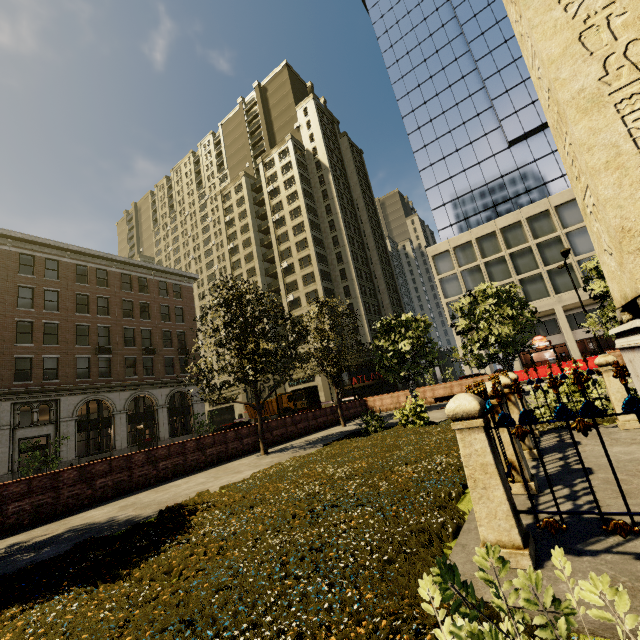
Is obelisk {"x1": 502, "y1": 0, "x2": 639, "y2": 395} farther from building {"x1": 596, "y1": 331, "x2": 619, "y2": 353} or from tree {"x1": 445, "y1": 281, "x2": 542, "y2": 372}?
building {"x1": 596, "y1": 331, "x2": 619, "y2": 353}

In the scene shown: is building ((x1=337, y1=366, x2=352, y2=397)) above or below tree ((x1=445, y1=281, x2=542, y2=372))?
above

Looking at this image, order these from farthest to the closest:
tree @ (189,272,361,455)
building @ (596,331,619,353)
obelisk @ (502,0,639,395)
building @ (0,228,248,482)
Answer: building @ (596,331,619,353) → building @ (0,228,248,482) → tree @ (189,272,361,455) → obelisk @ (502,0,639,395)

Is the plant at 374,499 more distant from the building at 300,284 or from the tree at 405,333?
the building at 300,284

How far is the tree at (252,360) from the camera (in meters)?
13.23

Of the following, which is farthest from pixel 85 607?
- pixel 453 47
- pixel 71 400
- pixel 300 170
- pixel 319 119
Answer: pixel 319 119

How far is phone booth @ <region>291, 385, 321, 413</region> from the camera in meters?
20.2 m

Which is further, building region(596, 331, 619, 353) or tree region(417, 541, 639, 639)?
building region(596, 331, 619, 353)
